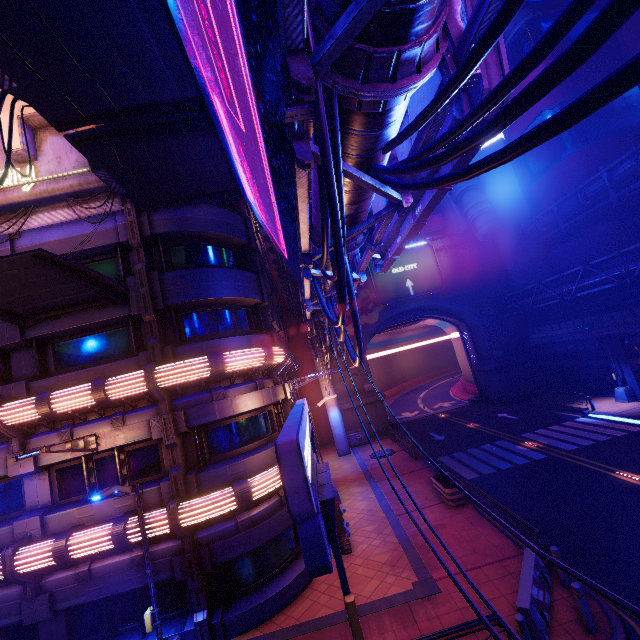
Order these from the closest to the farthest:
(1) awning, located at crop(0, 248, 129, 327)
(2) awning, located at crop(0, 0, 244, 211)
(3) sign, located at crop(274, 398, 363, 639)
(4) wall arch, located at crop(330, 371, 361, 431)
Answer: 1. (3) sign, located at crop(274, 398, 363, 639)
2. (2) awning, located at crop(0, 0, 244, 211)
3. (1) awning, located at crop(0, 248, 129, 327)
4. (4) wall arch, located at crop(330, 371, 361, 431)

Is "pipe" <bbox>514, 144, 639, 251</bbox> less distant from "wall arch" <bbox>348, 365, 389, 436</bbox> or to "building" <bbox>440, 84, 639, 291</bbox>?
"building" <bbox>440, 84, 639, 291</bbox>

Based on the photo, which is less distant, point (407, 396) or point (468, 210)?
point (468, 210)

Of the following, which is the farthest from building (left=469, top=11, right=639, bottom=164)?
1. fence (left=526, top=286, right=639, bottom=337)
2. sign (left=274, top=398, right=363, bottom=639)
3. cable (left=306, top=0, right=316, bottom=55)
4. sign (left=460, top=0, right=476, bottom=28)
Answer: sign (left=274, top=398, right=363, bottom=639)

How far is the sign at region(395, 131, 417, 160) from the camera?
6.6 meters

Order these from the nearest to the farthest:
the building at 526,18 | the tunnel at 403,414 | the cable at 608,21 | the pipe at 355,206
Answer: the cable at 608,21 < the pipe at 355,206 < the building at 526,18 < the tunnel at 403,414

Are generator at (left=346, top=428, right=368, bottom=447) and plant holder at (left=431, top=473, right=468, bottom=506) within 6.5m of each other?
no

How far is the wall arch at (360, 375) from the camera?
32.5m
